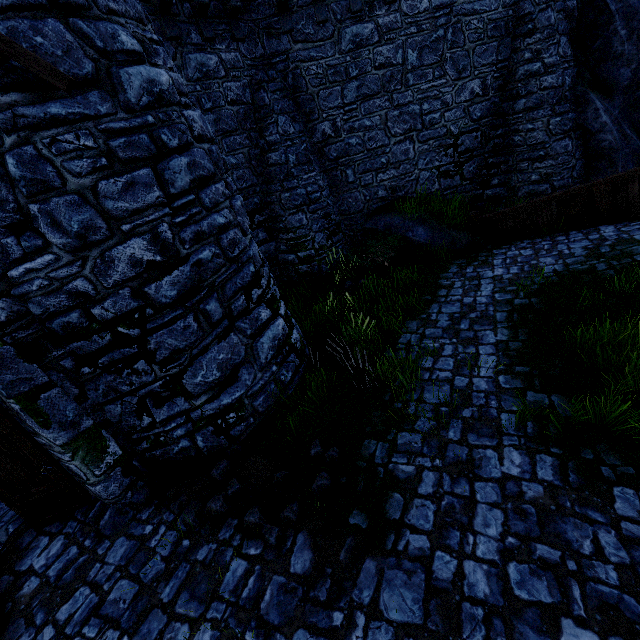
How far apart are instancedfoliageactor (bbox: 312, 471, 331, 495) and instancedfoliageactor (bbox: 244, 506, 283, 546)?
0.2m

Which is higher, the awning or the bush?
the awning

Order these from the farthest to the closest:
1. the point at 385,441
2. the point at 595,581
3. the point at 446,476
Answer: the point at 385,441, the point at 446,476, the point at 595,581

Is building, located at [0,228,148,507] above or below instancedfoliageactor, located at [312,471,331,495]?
above

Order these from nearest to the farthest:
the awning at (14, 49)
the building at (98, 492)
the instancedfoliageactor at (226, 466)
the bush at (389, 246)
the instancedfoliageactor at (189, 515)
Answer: the awning at (14, 49), the building at (98, 492), the instancedfoliageactor at (189, 515), the instancedfoliageactor at (226, 466), the bush at (389, 246)

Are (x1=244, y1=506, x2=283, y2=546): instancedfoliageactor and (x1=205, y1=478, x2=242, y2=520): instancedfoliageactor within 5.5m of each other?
yes

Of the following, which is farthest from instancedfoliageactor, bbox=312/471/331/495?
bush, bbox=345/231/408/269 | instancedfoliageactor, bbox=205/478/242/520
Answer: bush, bbox=345/231/408/269

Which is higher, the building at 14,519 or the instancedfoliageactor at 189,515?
the instancedfoliageactor at 189,515
